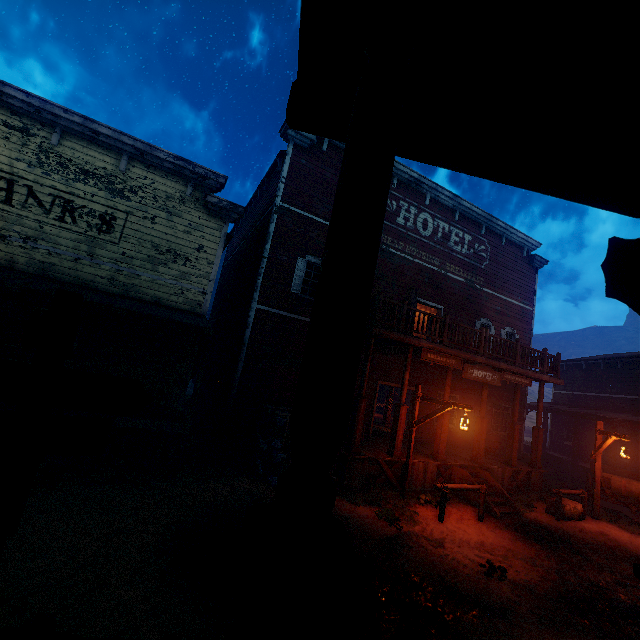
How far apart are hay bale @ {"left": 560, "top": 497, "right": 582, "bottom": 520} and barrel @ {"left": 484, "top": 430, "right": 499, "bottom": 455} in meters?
3.1 m

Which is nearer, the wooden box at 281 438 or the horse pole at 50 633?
the horse pole at 50 633

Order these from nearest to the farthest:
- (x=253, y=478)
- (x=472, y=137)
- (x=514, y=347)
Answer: (x=472, y=137) < (x=253, y=478) < (x=514, y=347)

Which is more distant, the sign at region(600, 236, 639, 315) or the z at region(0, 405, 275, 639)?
the z at region(0, 405, 275, 639)

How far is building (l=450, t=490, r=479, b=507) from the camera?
10.05m

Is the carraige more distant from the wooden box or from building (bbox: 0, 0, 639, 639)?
the wooden box

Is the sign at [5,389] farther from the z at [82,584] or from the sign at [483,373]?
the sign at [483,373]
